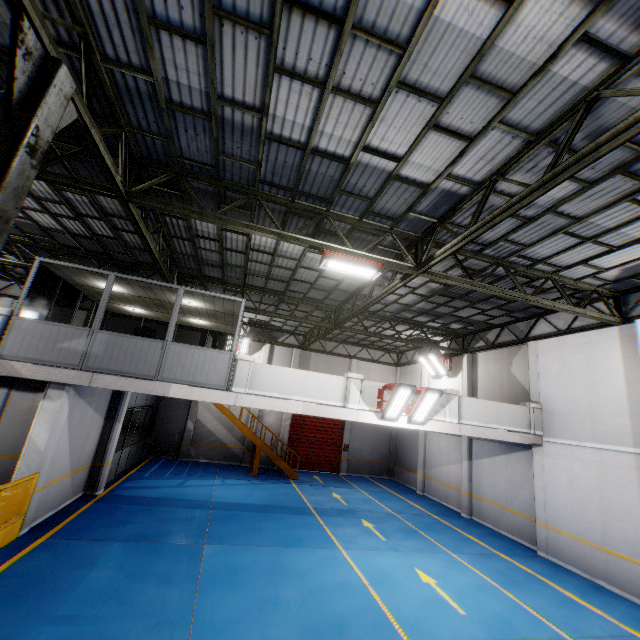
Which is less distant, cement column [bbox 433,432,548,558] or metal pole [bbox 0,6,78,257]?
metal pole [bbox 0,6,78,257]

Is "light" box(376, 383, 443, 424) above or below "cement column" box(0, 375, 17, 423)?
above

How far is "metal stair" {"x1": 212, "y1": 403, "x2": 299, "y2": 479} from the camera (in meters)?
18.30

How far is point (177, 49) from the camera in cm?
510

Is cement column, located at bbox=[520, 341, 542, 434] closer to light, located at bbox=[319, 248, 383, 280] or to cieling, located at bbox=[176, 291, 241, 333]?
light, located at bbox=[319, 248, 383, 280]

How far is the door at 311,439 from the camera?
21.64m

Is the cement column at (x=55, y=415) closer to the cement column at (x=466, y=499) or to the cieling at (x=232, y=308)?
the cieling at (x=232, y=308)

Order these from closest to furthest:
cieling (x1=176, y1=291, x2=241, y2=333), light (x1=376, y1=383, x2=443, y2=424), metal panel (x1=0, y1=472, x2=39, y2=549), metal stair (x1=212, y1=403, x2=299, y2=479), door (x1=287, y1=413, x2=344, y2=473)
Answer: metal panel (x1=0, y1=472, x2=39, y2=549) → light (x1=376, y1=383, x2=443, y2=424) → cieling (x1=176, y1=291, x2=241, y2=333) → metal stair (x1=212, y1=403, x2=299, y2=479) → door (x1=287, y1=413, x2=344, y2=473)
